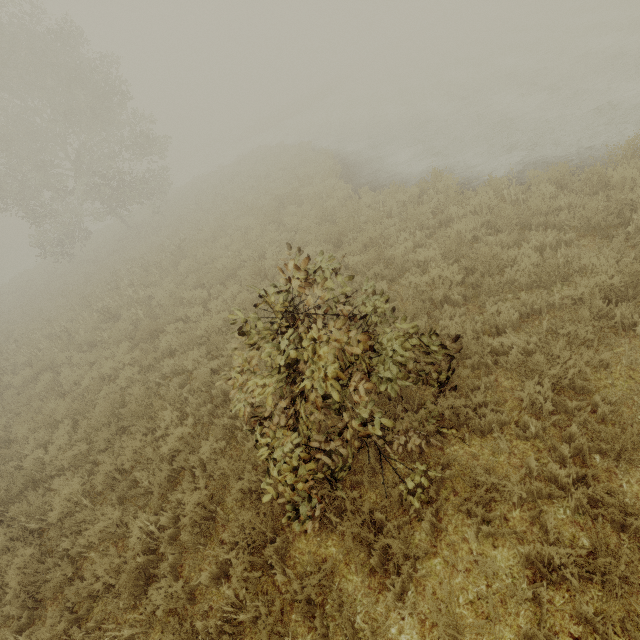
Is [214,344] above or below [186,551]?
above
